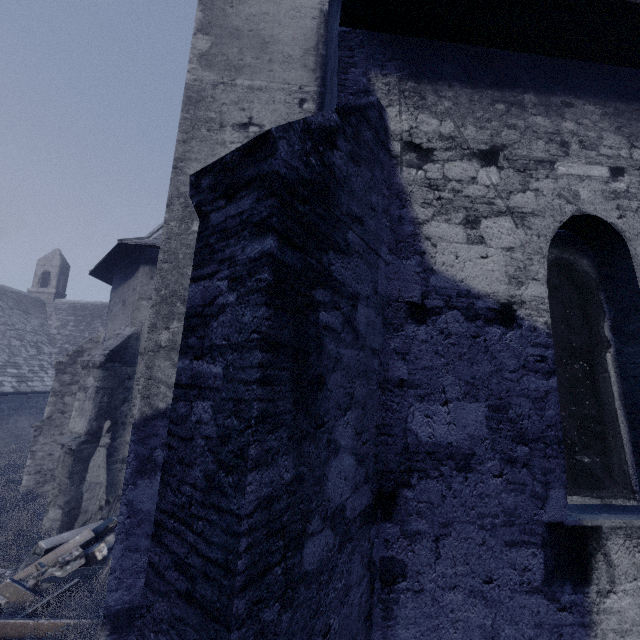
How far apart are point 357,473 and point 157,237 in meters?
9.4 m

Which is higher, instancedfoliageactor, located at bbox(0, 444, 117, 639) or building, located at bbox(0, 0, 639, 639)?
building, located at bbox(0, 0, 639, 639)

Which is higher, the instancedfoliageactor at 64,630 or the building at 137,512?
the building at 137,512

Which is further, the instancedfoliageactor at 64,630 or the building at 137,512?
the instancedfoliageactor at 64,630

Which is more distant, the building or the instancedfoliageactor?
the instancedfoliageactor
